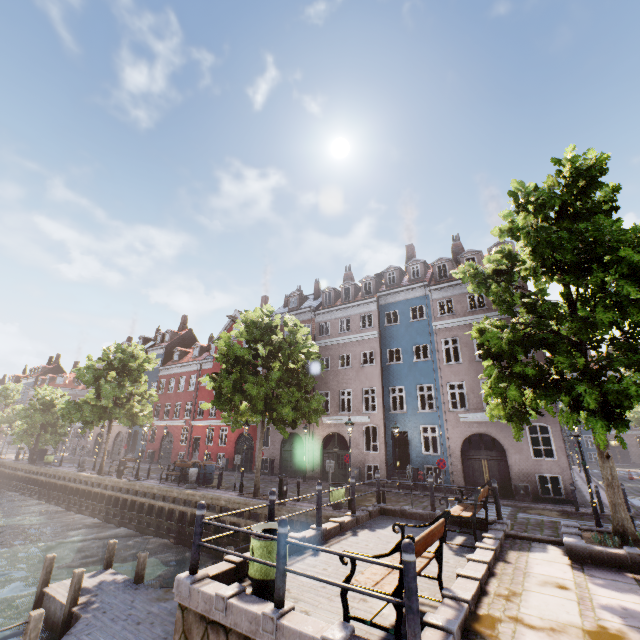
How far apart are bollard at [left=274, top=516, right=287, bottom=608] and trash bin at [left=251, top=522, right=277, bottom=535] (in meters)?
0.84

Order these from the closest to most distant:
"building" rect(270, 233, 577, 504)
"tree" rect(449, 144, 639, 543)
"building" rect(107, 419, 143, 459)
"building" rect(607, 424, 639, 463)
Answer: "tree" rect(449, 144, 639, 543) → "building" rect(270, 233, 577, 504) → "building" rect(107, 419, 143, 459) → "building" rect(607, 424, 639, 463)

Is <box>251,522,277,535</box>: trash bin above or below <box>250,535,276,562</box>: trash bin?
above

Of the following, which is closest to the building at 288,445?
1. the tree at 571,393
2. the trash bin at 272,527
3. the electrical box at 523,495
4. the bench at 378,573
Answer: the electrical box at 523,495

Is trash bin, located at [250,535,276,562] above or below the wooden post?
above

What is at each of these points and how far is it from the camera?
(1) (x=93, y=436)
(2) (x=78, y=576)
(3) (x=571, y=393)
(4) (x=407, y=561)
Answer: (1) building, 45.2 meters
(2) wooden post, 9.2 meters
(3) tree, 7.2 meters
(4) bollard, 3.8 meters

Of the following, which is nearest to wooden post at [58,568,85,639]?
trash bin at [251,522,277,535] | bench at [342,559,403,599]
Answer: trash bin at [251,522,277,535]

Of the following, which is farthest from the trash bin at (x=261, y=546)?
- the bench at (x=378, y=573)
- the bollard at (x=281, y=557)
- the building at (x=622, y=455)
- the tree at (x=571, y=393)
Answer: the building at (x=622, y=455)
